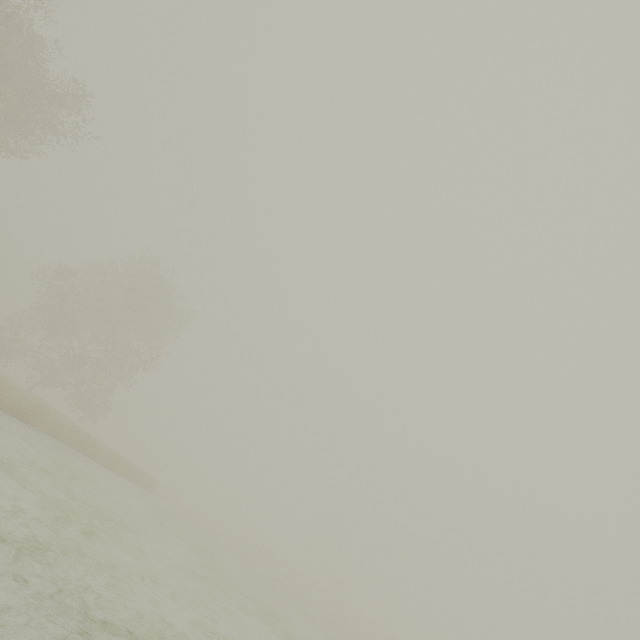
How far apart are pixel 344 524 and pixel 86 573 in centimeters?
6575cm
